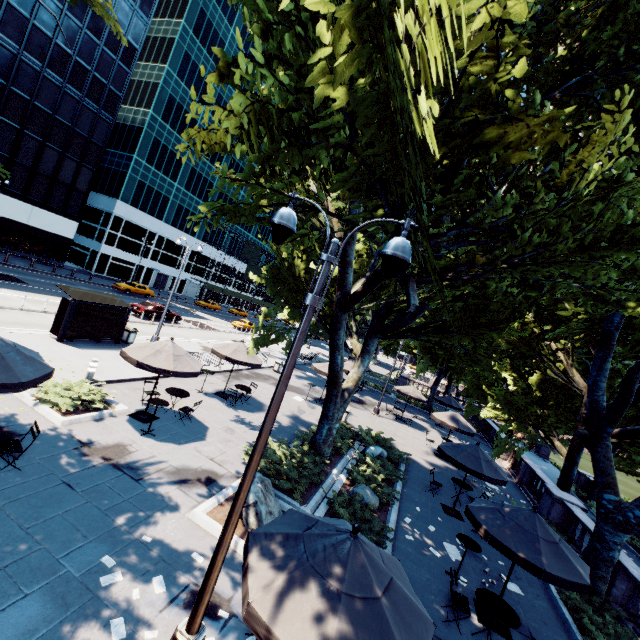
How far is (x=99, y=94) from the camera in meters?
38.1

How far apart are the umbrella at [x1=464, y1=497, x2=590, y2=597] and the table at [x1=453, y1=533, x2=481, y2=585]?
1.2 meters

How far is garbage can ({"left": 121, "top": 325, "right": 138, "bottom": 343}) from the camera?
19.17m

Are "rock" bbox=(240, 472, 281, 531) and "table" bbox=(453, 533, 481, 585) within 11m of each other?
yes

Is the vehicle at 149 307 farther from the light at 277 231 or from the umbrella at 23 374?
the light at 277 231

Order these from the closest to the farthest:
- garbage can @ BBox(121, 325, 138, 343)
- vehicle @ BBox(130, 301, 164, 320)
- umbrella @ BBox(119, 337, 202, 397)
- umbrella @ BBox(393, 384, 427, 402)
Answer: umbrella @ BBox(119, 337, 202, 397) < garbage can @ BBox(121, 325, 138, 343) < umbrella @ BBox(393, 384, 427, 402) < vehicle @ BBox(130, 301, 164, 320)

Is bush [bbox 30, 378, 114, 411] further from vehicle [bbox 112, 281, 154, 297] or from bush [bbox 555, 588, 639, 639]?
vehicle [bbox 112, 281, 154, 297]

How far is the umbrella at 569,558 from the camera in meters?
6.9 m
